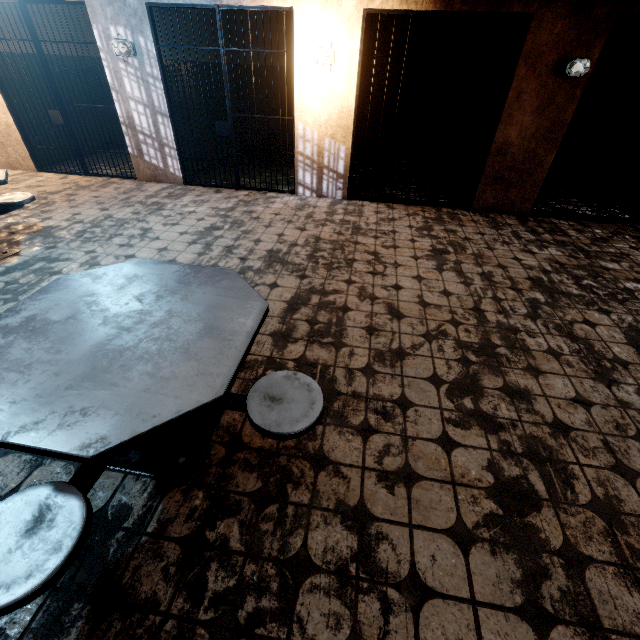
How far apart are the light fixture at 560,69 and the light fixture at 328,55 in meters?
2.9

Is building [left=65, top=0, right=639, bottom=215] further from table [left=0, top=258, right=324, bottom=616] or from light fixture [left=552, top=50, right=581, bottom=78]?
table [left=0, top=258, right=324, bottom=616]

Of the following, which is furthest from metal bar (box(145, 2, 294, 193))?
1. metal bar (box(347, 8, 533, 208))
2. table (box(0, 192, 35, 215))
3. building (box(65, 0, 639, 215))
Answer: table (box(0, 192, 35, 215))

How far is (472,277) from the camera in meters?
3.6 m

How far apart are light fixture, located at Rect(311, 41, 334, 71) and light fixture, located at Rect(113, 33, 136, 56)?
2.7 meters

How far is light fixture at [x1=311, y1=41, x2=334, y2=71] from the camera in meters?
4.2

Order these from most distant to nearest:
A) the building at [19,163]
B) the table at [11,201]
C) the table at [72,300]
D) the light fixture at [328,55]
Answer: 1. the building at [19,163]
2. the light fixture at [328,55]
3. the table at [11,201]
4. the table at [72,300]

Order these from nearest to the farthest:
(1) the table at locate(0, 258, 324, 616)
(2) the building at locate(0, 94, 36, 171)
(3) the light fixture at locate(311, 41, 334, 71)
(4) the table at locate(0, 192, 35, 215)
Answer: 1. (1) the table at locate(0, 258, 324, 616)
2. (4) the table at locate(0, 192, 35, 215)
3. (3) the light fixture at locate(311, 41, 334, 71)
4. (2) the building at locate(0, 94, 36, 171)
